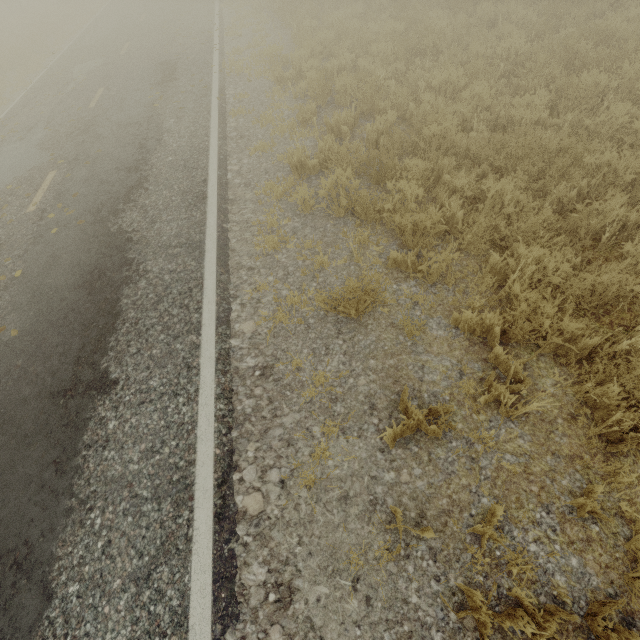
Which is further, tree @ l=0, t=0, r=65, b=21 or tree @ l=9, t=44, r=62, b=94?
tree @ l=0, t=0, r=65, b=21

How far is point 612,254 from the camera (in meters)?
4.12

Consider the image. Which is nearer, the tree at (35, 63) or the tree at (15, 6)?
the tree at (35, 63)

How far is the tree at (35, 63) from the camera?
12.5 meters

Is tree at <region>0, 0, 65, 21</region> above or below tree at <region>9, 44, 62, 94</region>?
above

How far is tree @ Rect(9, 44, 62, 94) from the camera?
12.55m
